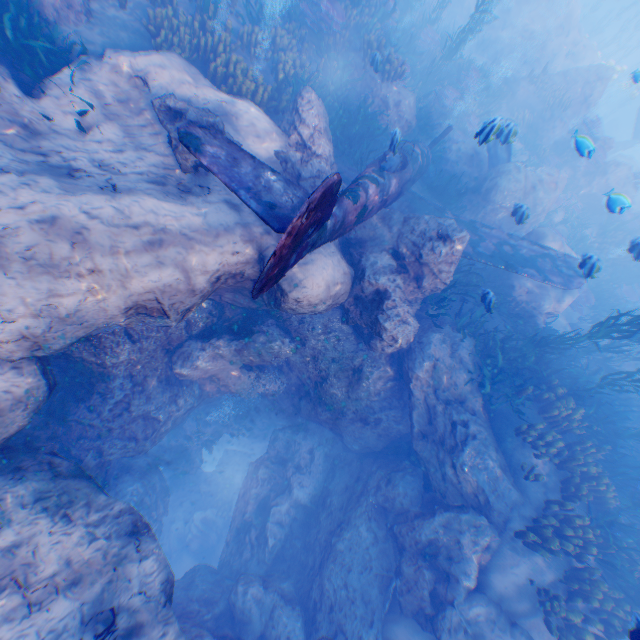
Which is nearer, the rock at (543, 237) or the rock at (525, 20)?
the rock at (543, 237)

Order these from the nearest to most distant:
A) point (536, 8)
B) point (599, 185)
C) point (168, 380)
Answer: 1. point (168, 380)
2. point (599, 185)
3. point (536, 8)

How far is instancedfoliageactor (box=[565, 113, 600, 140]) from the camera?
16.89m

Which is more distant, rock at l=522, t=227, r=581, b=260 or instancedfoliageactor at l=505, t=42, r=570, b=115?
instancedfoliageactor at l=505, t=42, r=570, b=115

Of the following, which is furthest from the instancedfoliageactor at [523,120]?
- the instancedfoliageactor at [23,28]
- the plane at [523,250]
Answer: the instancedfoliageactor at [23,28]

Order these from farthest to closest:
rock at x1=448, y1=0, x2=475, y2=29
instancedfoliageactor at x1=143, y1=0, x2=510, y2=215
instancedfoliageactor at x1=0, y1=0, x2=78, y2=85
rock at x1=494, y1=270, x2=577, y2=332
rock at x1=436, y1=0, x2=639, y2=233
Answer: rock at x1=448, y1=0, x2=475, y2=29, rock at x1=436, y1=0, x2=639, y2=233, rock at x1=494, y1=270, x2=577, y2=332, instancedfoliageactor at x1=143, y1=0, x2=510, y2=215, instancedfoliageactor at x1=0, y1=0, x2=78, y2=85

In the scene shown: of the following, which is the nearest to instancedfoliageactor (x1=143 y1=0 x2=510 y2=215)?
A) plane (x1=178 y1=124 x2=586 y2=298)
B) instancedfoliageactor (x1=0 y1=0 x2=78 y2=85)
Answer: plane (x1=178 y1=124 x2=586 y2=298)

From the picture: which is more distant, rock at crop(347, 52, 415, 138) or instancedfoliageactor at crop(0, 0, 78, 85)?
rock at crop(347, 52, 415, 138)
